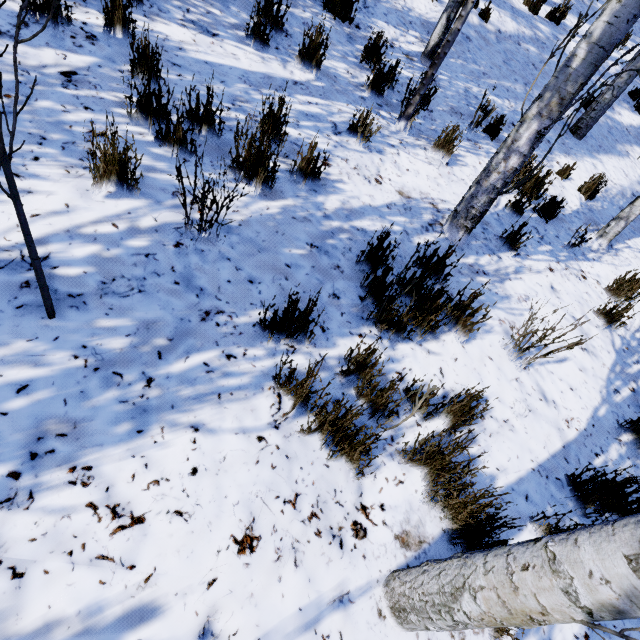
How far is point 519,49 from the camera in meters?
6.9

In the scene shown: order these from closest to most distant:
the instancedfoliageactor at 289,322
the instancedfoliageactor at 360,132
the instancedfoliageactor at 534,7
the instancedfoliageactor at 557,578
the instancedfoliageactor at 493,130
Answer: the instancedfoliageactor at 557,578, the instancedfoliageactor at 289,322, the instancedfoliageactor at 360,132, the instancedfoliageactor at 493,130, the instancedfoliageactor at 534,7

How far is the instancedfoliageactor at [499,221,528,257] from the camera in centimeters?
357cm

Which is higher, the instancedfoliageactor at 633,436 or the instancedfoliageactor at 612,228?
the instancedfoliageactor at 612,228

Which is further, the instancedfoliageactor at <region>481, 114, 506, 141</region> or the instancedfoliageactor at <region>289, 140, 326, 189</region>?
the instancedfoliageactor at <region>481, 114, 506, 141</region>
